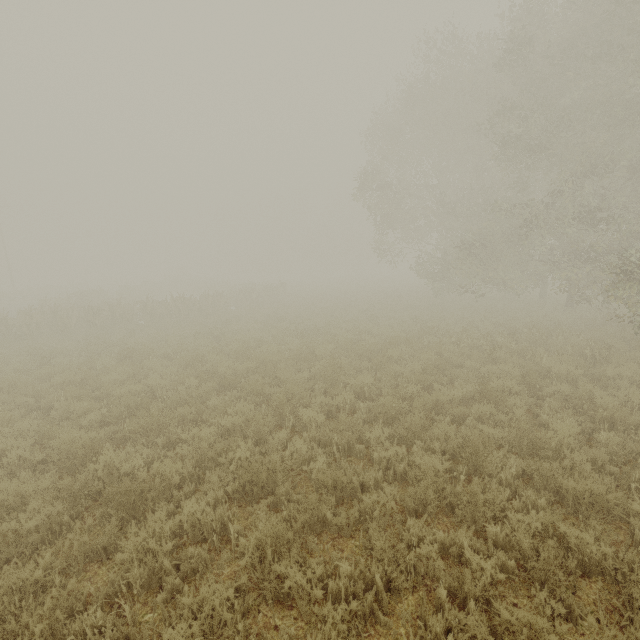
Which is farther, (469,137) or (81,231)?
(81,231)
